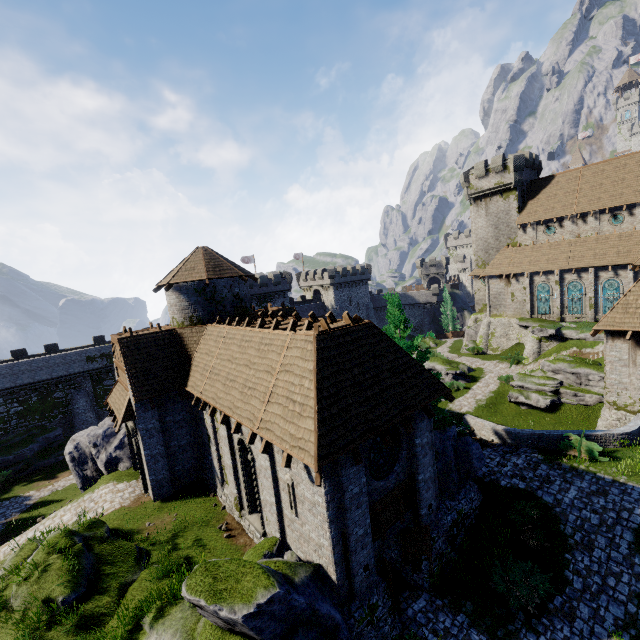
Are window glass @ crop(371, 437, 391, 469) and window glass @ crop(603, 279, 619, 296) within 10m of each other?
no

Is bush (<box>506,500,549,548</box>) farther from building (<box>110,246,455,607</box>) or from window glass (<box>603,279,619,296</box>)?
window glass (<box>603,279,619,296</box>)

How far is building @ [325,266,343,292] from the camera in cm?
5853

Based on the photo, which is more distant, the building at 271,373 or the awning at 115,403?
the awning at 115,403

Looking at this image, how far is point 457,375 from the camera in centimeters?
3391cm

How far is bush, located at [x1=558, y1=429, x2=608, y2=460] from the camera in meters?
16.6 m

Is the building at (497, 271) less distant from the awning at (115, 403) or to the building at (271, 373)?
the building at (271, 373)

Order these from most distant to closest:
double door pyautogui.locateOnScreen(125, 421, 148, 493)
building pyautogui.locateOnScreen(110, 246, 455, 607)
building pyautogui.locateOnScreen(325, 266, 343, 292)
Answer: building pyautogui.locateOnScreen(325, 266, 343, 292) < double door pyautogui.locateOnScreen(125, 421, 148, 493) < building pyautogui.locateOnScreen(110, 246, 455, 607)
